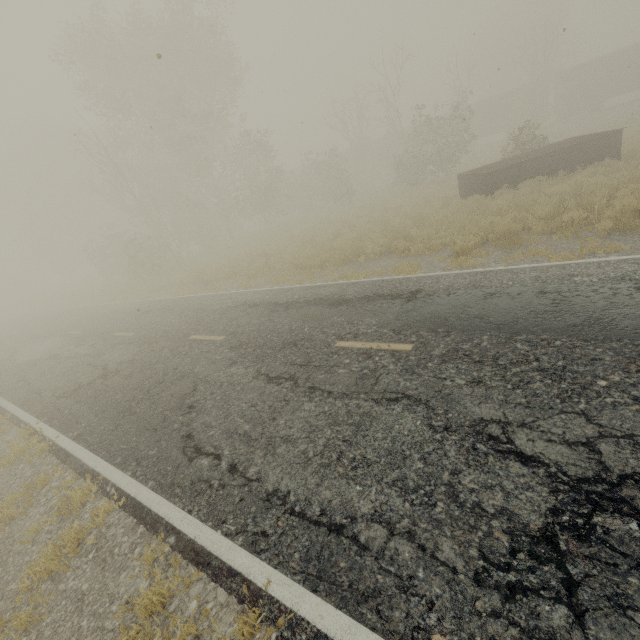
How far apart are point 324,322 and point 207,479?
4.0m

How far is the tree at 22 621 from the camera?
3.3 meters

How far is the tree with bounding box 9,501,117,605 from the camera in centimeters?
373cm

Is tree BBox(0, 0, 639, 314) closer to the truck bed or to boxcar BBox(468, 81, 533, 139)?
the truck bed

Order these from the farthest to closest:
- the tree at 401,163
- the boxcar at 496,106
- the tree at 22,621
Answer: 1. the boxcar at 496,106
2. the tree at 401,163
3. the tree at 22,621

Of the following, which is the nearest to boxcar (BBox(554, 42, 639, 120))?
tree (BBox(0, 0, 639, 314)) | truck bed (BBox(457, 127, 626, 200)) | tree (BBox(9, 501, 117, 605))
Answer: tree (BBox(0, 0, 639, 314))

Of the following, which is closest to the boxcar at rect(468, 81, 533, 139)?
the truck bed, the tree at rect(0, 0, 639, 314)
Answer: the tree at rect(0, 0, 639, 314)
